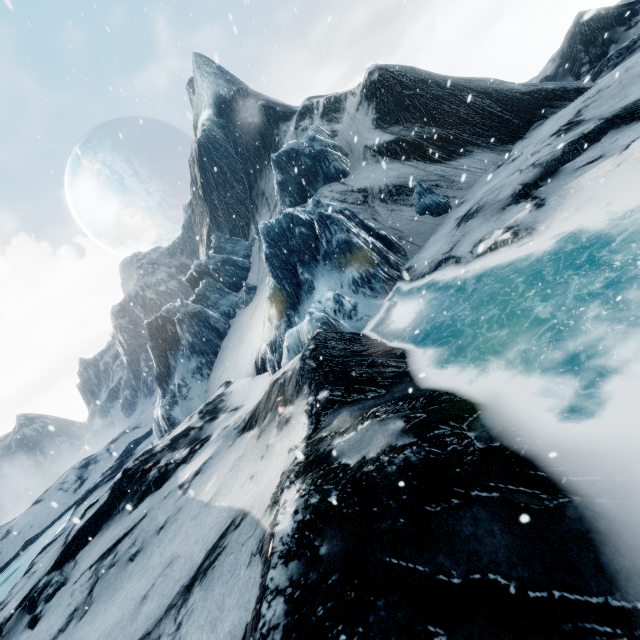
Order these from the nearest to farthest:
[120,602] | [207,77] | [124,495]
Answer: [120,602] < [124,495] < [207,77]
